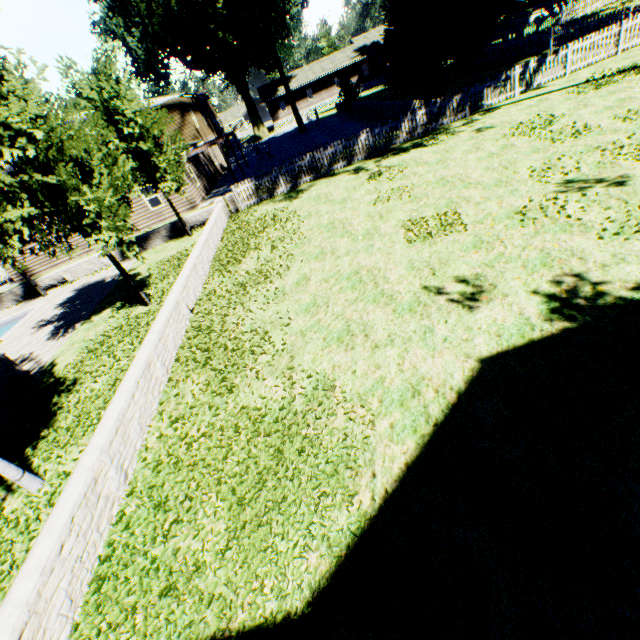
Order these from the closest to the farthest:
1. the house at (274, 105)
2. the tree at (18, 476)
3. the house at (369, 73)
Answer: the tree at (18, 476) < the house at (369, 73) < the house at (274, 105)

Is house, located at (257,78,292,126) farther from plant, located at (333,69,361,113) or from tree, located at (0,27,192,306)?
tree, located at (0,27,192,306)

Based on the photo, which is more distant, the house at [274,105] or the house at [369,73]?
the house at [274,105]

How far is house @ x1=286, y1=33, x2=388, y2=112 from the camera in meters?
52.8

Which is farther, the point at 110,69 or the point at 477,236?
the point at 110,69

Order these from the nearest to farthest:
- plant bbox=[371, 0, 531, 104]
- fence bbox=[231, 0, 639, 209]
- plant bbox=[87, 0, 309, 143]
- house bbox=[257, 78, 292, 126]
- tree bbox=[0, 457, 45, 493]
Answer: tree bbox=[0, 457, 45, 493], fence bbox=[231, 0, 639, 209], plant bbox=[371, 0, 531, 104], plant bbox=[87, 0, 309, 143], house bbox=[257, 78, 292, 126]

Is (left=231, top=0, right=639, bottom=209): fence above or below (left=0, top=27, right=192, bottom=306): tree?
below

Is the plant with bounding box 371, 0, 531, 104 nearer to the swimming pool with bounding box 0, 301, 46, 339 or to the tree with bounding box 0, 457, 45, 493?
the tree with bounding box 0, 457, 45, 493
